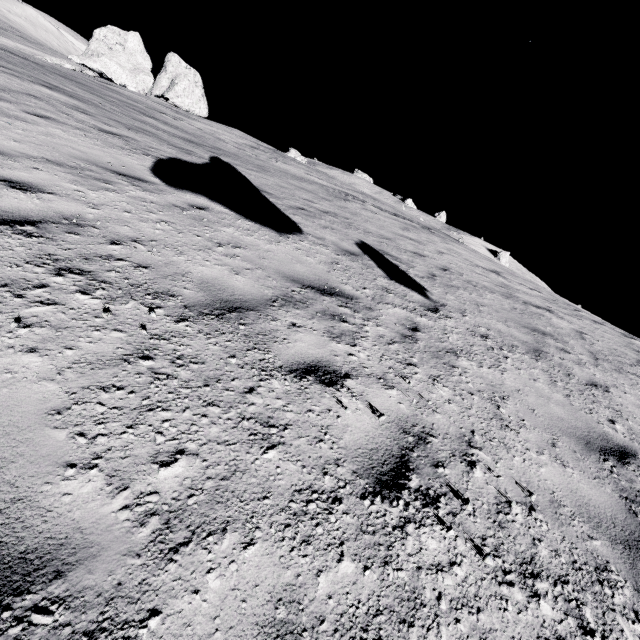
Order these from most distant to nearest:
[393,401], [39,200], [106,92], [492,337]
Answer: [106,92]
[492,337]
[39,200]
[393,401]

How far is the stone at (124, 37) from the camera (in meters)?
32.50

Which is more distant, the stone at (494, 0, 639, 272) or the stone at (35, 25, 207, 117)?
the stone at (35, 25, 207, 117)

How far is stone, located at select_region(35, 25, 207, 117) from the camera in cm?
3250

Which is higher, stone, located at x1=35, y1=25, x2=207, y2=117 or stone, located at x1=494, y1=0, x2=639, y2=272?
stone, located at x1=35, y1=25, x2=207, y2=117

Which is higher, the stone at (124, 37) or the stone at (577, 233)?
the stone at (124, 37)
